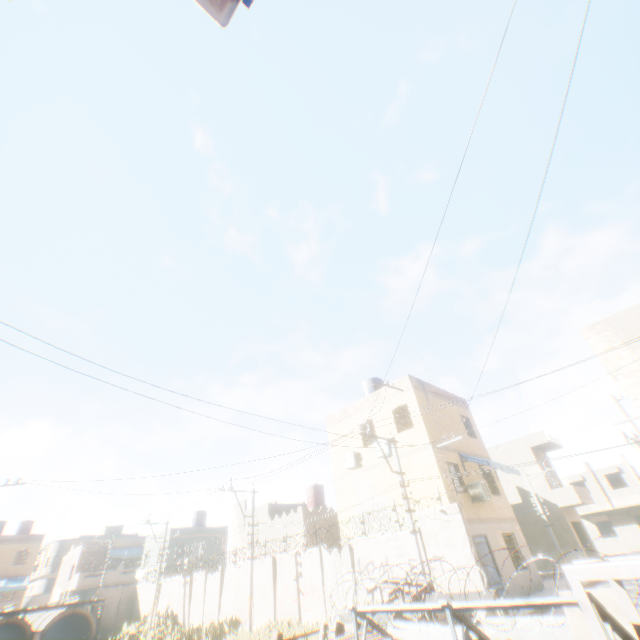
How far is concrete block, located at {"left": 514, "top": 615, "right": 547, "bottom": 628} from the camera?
5.34m

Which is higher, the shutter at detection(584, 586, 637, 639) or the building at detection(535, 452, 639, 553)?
the building at detection(535, 452, 639, 553)

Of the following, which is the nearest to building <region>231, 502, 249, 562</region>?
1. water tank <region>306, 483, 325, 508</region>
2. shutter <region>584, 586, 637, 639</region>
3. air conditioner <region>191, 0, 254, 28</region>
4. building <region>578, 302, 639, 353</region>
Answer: building <region>578, 302, 639, 353</region>

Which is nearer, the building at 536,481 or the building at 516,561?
the building at 516,561

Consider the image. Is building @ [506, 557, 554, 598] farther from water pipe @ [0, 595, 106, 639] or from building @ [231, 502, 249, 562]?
water pipe @ [0, 595, 106, 639]

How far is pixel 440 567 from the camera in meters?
12.4

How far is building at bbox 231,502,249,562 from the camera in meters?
28.1 m

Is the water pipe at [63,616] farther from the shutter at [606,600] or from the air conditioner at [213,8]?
the air conditioner at [213,8]
